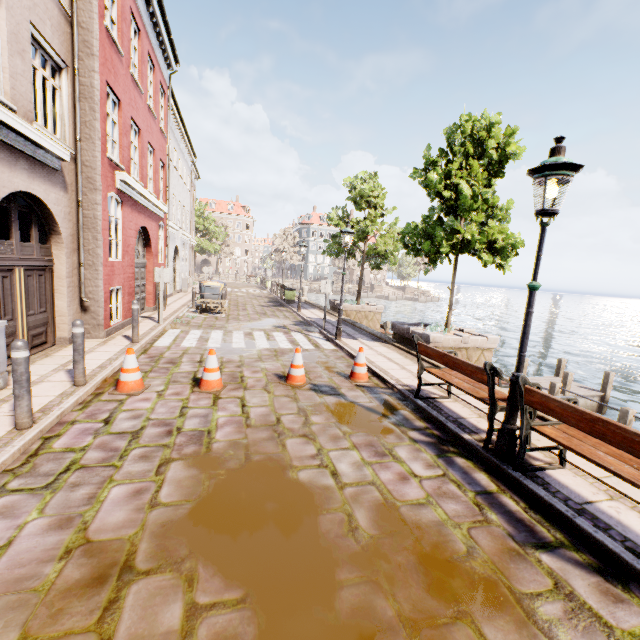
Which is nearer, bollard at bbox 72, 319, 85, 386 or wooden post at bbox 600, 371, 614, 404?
bollard at bbox 72, 319, 85, 386

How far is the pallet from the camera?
14.71m

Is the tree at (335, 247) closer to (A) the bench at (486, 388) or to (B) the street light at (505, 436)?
(A) the bench at (486, 388)

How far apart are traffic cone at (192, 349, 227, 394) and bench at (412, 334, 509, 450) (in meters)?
3.55

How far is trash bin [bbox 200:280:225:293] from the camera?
16.3 meters

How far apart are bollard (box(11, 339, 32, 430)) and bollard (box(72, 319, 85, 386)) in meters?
1.3

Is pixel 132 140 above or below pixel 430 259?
above

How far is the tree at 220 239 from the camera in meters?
42.1
